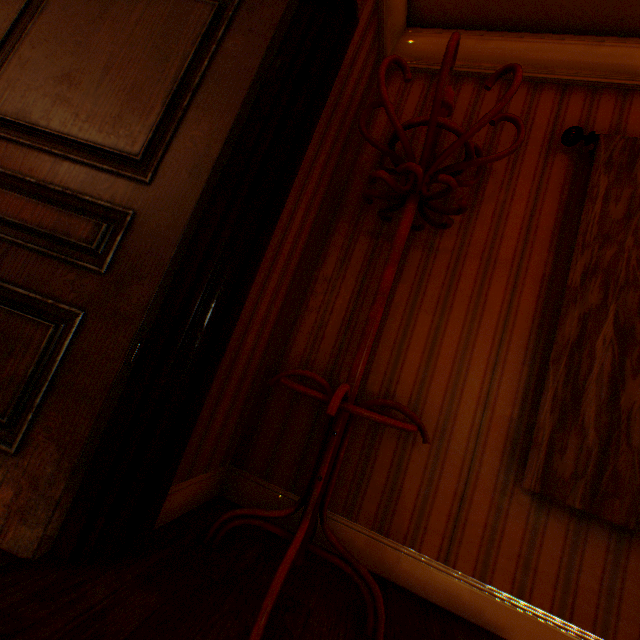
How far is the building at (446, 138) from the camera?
2.04m

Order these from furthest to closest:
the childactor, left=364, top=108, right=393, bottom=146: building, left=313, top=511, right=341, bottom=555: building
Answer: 1. left=364, top=108, right=393, bottom=146: building
2. left=313, top=511, right=341, bottom=555: building
3. the childactor

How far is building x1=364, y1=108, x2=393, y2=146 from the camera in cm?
215

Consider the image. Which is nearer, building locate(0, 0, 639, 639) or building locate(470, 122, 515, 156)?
building locate(0, 0, 639, 639)

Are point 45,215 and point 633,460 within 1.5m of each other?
no

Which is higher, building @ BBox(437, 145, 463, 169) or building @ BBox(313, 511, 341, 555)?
building @ BBox(437, 145, 463, 169)
